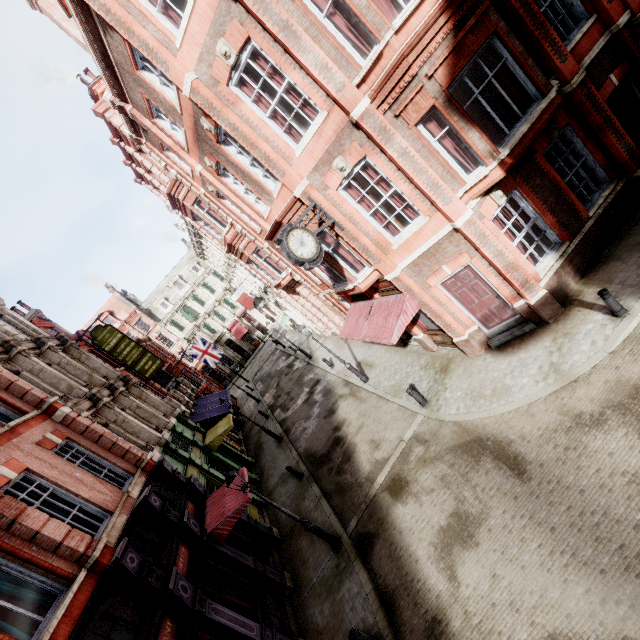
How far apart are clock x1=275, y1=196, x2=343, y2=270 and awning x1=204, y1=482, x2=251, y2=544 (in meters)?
8.18

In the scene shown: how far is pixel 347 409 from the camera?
16.83m

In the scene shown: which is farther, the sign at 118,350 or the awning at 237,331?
the awning at 237,331

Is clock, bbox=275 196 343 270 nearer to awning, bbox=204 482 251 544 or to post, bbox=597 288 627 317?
post, bbox=597 288 627 317

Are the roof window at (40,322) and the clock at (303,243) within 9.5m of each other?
no

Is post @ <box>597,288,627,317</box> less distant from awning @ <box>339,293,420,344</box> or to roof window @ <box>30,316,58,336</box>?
awning @ <box>339,293,420,344</box>

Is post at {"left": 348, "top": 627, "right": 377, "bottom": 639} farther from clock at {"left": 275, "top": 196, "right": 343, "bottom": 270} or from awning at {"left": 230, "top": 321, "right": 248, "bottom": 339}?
awning at {"left": 230, "top": 321, "right": 248, "bottom": 339}

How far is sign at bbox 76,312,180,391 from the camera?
19.4 meters
